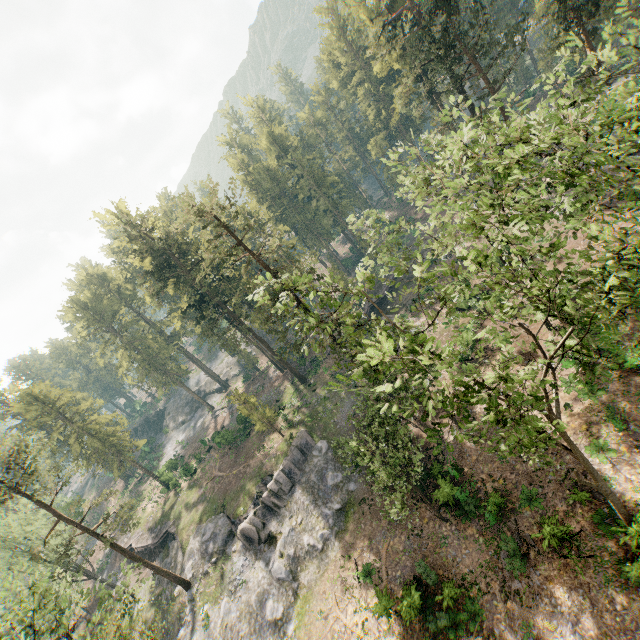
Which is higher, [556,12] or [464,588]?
[556,12]

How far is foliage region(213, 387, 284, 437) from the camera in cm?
3600

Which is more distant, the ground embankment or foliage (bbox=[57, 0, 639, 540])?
the ground embankment

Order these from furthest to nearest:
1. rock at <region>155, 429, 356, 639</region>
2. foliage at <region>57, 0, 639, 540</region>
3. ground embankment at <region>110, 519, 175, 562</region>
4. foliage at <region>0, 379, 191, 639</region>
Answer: ground embankment at <region>110, 519, 175, 562</region> → rock at <region>155, 429, 356, 639</region> → foliage at <region>0, 379, 191, 639</region> → foliage at <region>57, 0, 639, 540</region>

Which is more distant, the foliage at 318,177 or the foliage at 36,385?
the foliage at 318,177

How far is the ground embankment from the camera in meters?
41.2 m

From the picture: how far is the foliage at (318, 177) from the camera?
56.1 meters

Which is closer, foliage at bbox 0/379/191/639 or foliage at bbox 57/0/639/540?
foliage at bbox 57/0/639/540
